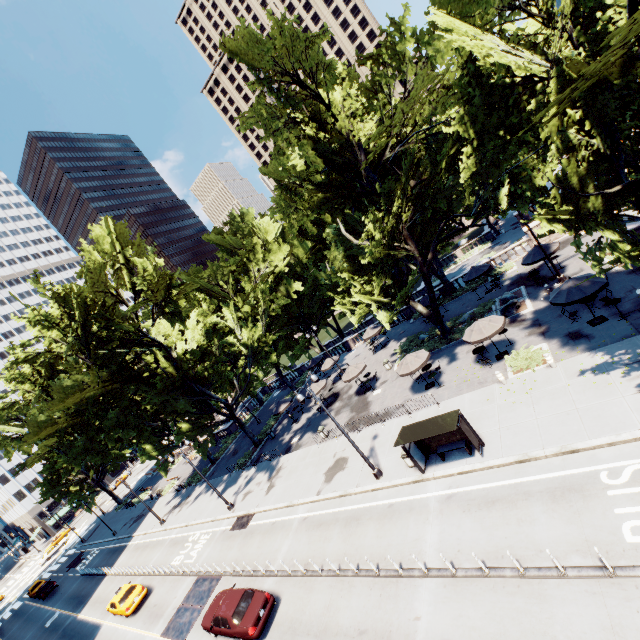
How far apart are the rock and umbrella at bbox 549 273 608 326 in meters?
5.4

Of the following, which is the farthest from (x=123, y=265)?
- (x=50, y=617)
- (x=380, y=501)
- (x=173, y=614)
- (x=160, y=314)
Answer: (x=50, y=617)

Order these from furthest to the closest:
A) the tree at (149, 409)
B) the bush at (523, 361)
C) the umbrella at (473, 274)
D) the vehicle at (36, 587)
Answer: the vehicle at (36, 587), the umbrella at (473, 274), the bush at (523, 361), the tree at (149, 409)

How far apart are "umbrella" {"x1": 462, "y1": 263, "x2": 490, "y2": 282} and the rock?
Result: 5.0 meters

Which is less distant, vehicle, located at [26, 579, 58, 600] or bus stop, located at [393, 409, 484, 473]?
bus stop, located at [393, 409, 484, 473]

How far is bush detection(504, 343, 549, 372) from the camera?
18.08m

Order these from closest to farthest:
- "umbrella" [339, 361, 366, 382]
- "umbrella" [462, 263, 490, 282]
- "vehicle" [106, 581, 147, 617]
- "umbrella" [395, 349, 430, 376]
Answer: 1. "umbrella" [395, 349, 430, 376]
2. "vehicle" [106, 581, 147, 617]
3. "umbrella" [339, 361, 366, 382]
4. "umbrella" [462, 263, 490, 282]

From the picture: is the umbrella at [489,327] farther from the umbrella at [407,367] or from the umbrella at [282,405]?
Answer: the umbrella at [282,405]
